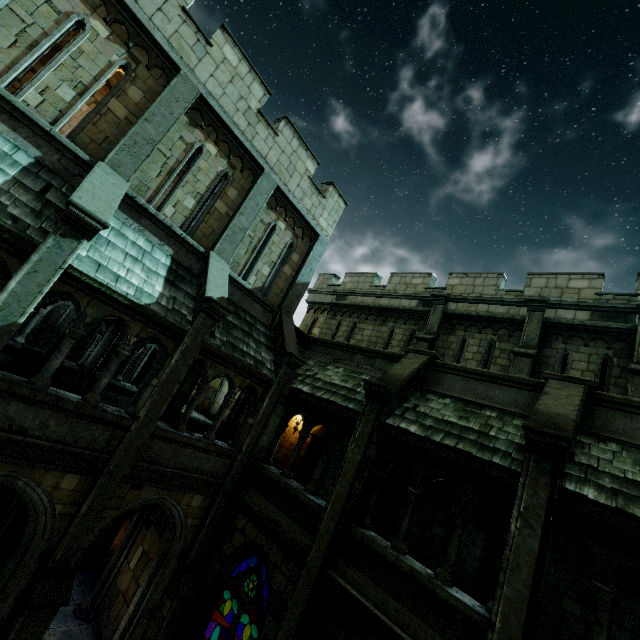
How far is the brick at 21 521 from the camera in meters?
8.1

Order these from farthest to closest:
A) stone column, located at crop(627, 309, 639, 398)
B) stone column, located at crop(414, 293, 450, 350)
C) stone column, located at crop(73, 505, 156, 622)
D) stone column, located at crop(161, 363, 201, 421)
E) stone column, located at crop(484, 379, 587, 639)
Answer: stone column, located at crop(161, 363, 201, 421), stone column, located at crop(414, 293, 450, 350), stone column, located at crop(73, 505, 156, 622), stone column, located at crop(627, 309, 639, 398), stone column, located at crop(484, 379, 587, 639)

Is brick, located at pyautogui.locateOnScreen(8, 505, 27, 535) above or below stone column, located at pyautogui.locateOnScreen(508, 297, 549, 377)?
below

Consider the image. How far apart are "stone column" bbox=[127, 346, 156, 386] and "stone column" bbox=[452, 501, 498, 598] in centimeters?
1482cm

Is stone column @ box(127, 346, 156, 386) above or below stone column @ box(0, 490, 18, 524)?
above

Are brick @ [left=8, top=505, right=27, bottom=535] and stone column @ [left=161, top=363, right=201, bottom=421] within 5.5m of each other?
yes

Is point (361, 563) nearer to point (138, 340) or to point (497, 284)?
point (138, 340)

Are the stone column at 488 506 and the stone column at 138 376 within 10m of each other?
no
